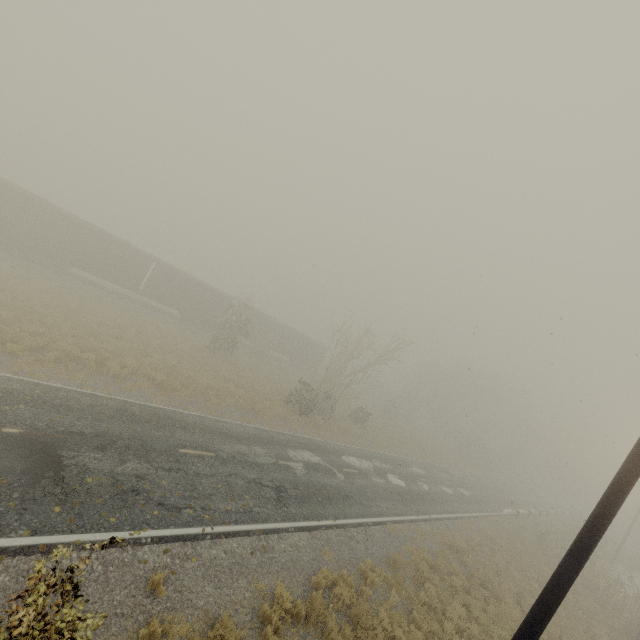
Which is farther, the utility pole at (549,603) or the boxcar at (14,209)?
the boxcar at (14,209)

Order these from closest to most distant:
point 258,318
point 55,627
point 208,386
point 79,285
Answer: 1. point 55,627
2. point 208,386
3. point 79,285
4. point 258,318

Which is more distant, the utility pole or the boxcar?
the boxcar
